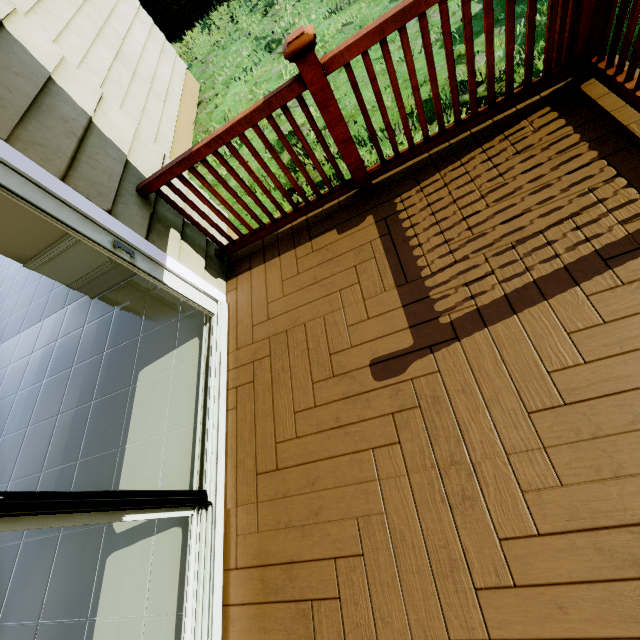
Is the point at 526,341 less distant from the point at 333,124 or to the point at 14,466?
the point at 333,124

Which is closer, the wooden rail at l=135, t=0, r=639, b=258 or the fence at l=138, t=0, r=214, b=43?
the wooden rail at l=135, t=0, r=639, b=258

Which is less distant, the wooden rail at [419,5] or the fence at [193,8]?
the wooden rail at [419,5]
